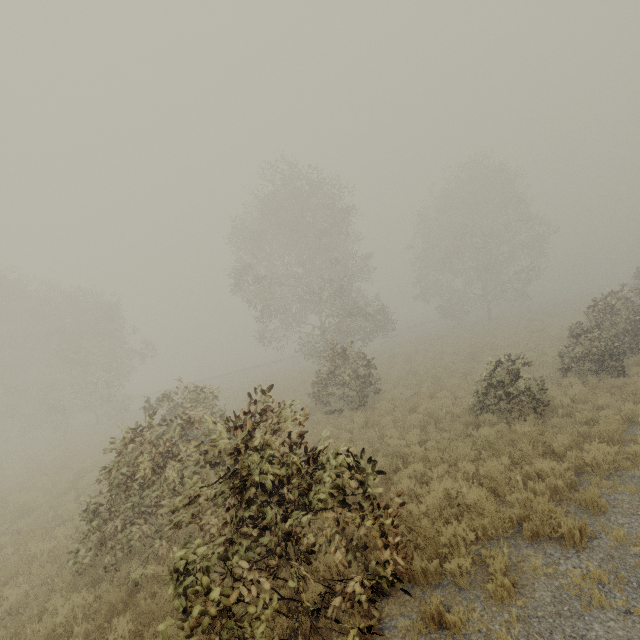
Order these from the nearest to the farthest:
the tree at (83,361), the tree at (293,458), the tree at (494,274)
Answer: the tree at (293,458) → the tree at (83,361) → the tree at (494,274)

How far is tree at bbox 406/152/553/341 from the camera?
32.9m

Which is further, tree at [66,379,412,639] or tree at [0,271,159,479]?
tree at [0,271,159,479]

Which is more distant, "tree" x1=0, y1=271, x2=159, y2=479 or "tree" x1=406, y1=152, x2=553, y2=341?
"tree" x1=406, y1=152, x2=553, y2=341

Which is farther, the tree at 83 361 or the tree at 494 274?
the tree at 494 274

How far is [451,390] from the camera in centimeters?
1459cm

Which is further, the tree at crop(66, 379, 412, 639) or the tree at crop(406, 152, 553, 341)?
the tree at crop(406, 152, 553, 341)

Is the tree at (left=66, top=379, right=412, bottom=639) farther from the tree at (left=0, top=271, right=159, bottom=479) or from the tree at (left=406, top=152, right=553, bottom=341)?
the tree at (left=406, top=152, right=553, bottom=341)
